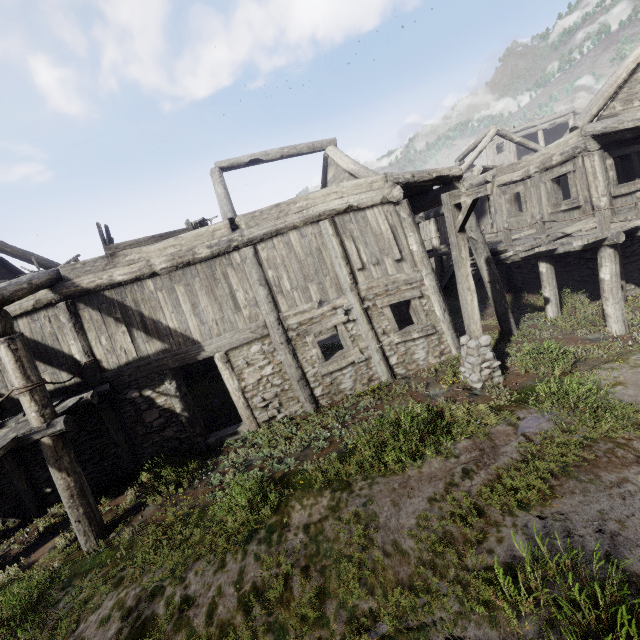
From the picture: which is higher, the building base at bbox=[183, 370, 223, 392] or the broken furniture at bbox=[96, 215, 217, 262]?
the broken furniture at bbox=[96, 215, 217, 262]

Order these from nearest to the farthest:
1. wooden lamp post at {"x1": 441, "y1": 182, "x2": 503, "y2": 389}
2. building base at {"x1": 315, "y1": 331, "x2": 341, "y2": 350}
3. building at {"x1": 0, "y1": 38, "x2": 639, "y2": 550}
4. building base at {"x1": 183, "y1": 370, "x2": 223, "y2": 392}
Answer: wooden lamp post at {"x1": 441, "y1": 182, "x2": 503, "y2": 389}
building at {"x1": 0, "y1": 38, "x2": 639, "y2": 550}
building base at {"x1": 183, "y1": 370, "x2": 223, "y2": 392}
building base at {"x1": 315, "y1": 331, "x2": 341, "y2": 350}

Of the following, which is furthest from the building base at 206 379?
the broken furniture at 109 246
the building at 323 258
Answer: the broken furniture at 109 246

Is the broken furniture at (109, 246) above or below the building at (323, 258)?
above

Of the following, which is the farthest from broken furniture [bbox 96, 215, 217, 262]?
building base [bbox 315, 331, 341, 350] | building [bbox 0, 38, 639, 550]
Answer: building base [bbox 315, 331, 341, 350]

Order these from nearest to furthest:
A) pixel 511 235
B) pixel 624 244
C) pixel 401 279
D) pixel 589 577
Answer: pixel 589 577 < pixel 401 279 < pixel 624 244 < pixel 511 235

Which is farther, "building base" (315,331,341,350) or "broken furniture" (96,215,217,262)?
"building base" (315,331,341,350)
